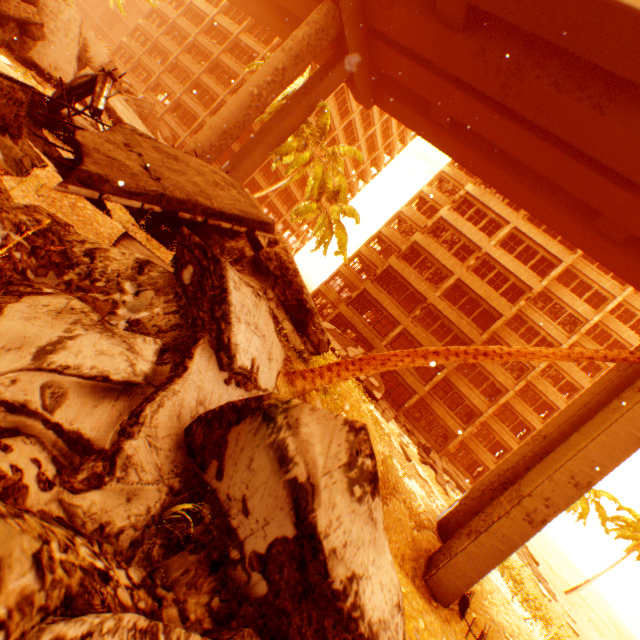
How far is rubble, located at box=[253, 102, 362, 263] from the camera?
21.53m

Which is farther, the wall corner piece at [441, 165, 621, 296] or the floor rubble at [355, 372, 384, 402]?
the wall corner piece at [441, 165, 621, 296]

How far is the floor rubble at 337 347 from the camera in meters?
23.7 m

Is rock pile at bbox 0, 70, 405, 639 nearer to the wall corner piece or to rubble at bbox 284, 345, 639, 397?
rubble at bbox 284, 345, 639, 397

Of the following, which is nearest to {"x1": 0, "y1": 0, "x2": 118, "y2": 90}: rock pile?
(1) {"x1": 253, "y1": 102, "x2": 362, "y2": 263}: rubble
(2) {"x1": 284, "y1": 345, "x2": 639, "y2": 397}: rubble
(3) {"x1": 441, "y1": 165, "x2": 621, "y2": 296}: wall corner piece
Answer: (2) {"x1": 284, "y1": 345, "x2": 639, "y2": 397}: rubble

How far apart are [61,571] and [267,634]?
1.3 meters

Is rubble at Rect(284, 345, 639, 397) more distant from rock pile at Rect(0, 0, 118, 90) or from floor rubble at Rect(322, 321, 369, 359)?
floor rubble at Rect(322, 321, 369, 359)

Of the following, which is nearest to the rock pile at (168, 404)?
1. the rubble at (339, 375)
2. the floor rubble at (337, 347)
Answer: the rubble at (339, 375)
